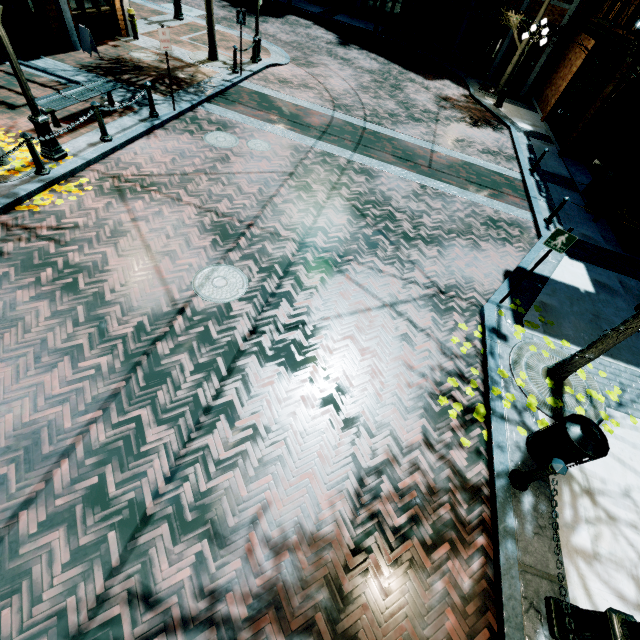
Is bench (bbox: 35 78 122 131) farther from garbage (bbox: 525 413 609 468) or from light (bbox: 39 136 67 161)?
garbage (bbox: 525 413 609 468)

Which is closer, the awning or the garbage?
the garbage

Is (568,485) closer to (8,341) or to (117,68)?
(8,341)

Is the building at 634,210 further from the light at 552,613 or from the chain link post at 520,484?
the chain link post at 520,484

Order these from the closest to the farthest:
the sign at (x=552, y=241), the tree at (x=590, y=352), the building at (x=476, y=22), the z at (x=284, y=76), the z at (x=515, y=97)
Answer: the tree at (x=590, y=352) < the sign at (x=552, y=241) < the z at (x=284, y=76) < the z at (x=515, y=97) < the building at (x=476, y=22)

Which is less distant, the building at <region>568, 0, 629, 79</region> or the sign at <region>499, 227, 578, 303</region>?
the sign at <region>499, 227, 578, 303</region>

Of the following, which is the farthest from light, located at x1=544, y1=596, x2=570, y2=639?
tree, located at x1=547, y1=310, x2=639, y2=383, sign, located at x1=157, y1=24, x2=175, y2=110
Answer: sign, located at x1=157, y1=24, x2=175, y2=110

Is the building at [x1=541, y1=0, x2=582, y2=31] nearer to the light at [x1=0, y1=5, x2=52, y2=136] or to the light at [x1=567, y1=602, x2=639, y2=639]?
the light at [x1=567, y1=602, x2=639, y2=639]
